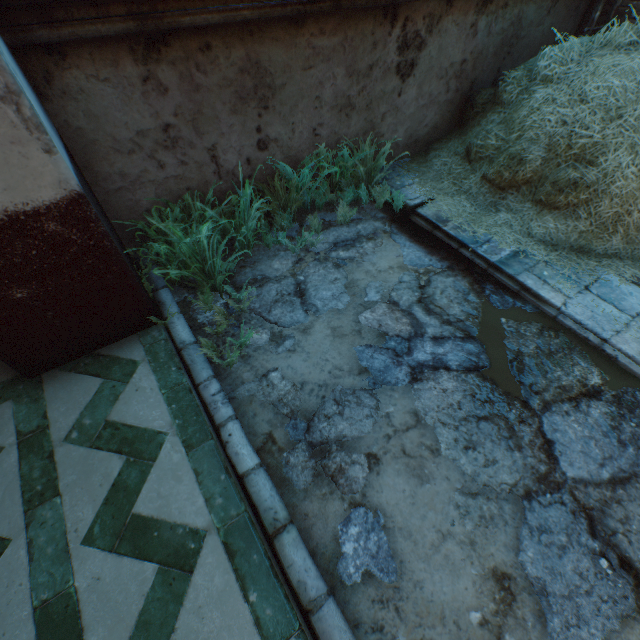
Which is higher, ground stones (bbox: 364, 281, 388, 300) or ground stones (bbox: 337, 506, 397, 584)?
ground stones (bbox: 364, 281, 388, 300)

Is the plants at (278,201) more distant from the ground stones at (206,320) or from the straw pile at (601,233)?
the straw pile at (601,233)

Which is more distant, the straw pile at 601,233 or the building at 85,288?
the straw pile at 601,233

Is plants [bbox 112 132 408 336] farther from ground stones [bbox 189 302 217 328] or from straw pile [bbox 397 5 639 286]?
straw pile [bbox 397 5 639 286]

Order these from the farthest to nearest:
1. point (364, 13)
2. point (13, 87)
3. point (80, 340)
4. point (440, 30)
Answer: point (440, 30)
point (364, 13)
point (80, 340)
point (13, 87)

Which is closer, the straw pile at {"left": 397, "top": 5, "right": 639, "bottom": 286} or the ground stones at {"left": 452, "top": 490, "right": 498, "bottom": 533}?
the ground stones at {"left": 452, "top": 490, "right": 498, "bottom": 533}
